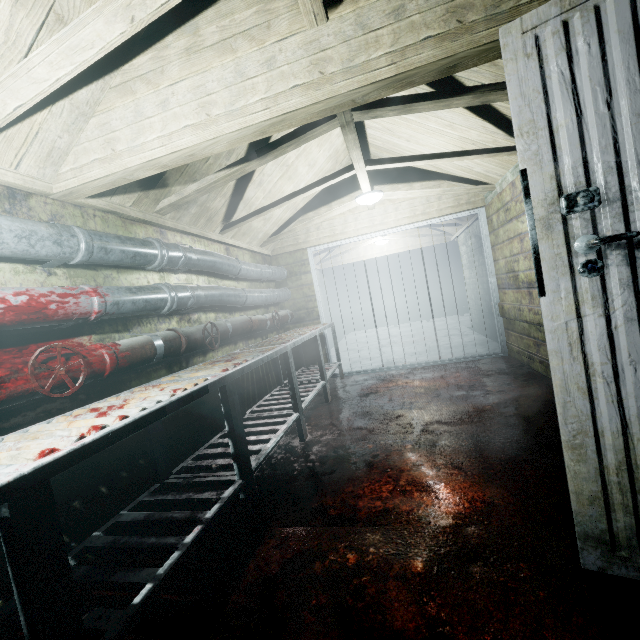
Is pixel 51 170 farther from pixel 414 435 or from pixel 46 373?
pixel 414 435

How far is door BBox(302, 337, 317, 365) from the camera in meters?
4.9 m

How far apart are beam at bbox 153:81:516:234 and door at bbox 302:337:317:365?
1.24m

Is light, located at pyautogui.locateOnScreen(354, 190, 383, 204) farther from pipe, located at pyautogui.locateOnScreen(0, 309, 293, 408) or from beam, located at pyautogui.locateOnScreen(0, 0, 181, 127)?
beam, located at pyautogui.locateOnScreen(0, 0, 181, 127)

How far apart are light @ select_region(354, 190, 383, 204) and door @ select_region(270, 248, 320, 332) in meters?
1.0

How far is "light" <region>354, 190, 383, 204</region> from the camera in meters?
3.6 m

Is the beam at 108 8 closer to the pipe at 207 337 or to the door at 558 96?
the door at 558 96

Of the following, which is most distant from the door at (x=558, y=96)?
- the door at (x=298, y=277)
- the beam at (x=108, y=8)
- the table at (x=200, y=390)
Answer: the door at (x=298, y=277)
